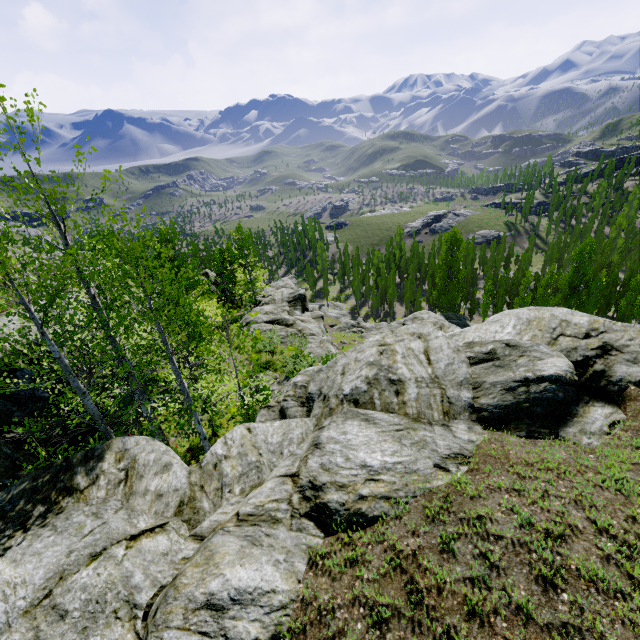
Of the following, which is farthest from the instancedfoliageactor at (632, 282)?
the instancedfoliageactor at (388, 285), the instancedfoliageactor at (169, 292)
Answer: the instancedfoliageactor at (169, 292)

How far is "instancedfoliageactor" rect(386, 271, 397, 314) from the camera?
56.4 meters

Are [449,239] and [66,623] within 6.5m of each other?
no

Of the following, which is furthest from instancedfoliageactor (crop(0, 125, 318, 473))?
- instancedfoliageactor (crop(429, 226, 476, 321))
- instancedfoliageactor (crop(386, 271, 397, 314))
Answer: instancedfoliageactor (crop(386, 271, 397, 314))

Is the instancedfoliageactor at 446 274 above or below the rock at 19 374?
below

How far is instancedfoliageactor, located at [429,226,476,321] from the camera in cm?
4674

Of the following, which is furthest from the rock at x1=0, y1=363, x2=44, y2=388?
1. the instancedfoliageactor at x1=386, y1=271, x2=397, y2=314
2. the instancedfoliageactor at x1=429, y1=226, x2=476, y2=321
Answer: the instancedfoliageactor at x1=386, y1=271, x2=397, y2=314

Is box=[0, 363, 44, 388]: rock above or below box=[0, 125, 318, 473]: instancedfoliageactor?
above
